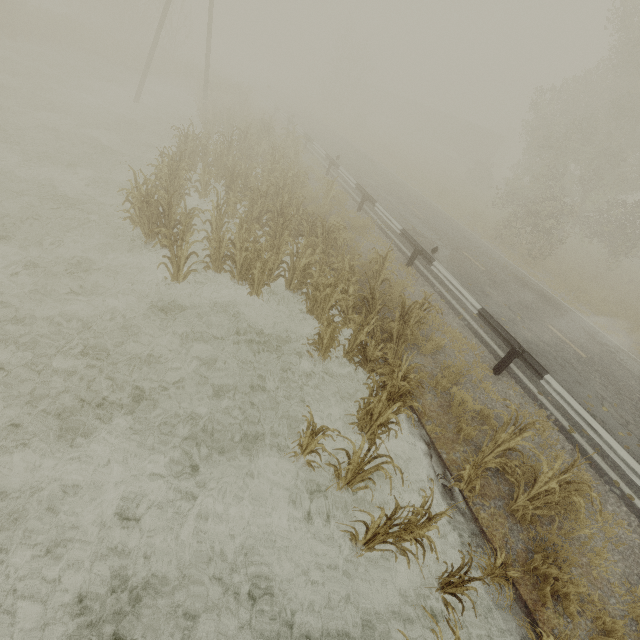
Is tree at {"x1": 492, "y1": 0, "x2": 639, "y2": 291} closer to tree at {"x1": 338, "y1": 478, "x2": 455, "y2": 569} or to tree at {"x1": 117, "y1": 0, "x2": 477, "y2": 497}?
tree at {"x1": 117, "y1": 0, "x2": 477, "y2": 497}

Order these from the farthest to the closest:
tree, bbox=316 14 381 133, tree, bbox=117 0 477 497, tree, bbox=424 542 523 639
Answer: tree, bbox=316 14 381 133
tree, bbox=117 0 477 497
tree, bbox=424 542 523 639

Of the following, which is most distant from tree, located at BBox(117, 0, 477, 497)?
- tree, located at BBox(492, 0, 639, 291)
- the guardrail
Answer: tree, located at BBox(492, 0, 639, 291)

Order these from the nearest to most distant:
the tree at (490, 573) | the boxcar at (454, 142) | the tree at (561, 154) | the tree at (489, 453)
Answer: the tree at (490, 573) < the tree at (489, 453) < the tree at (561, 154) < the boxcar at (454, 142)

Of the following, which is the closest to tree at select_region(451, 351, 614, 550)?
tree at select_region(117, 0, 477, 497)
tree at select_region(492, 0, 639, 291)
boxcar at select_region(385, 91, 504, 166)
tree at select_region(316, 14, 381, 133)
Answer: tree at select_region(117, 0, 477, 497)

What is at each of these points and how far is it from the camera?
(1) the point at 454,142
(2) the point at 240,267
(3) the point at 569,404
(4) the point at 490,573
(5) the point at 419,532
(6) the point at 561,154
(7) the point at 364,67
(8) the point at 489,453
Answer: (1) boxcar, 46.16m
(2) tree, 8.12m
(3) guardrail, 7.00m
(4) tree, 4.54m
(5) tree, 3.81m
(6) tree, 19.11m
(7) tree, 42.91m
(8) tree, 5.78m

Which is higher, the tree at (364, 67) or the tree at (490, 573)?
the tree at (364, 67)

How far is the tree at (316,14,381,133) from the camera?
40.7m
